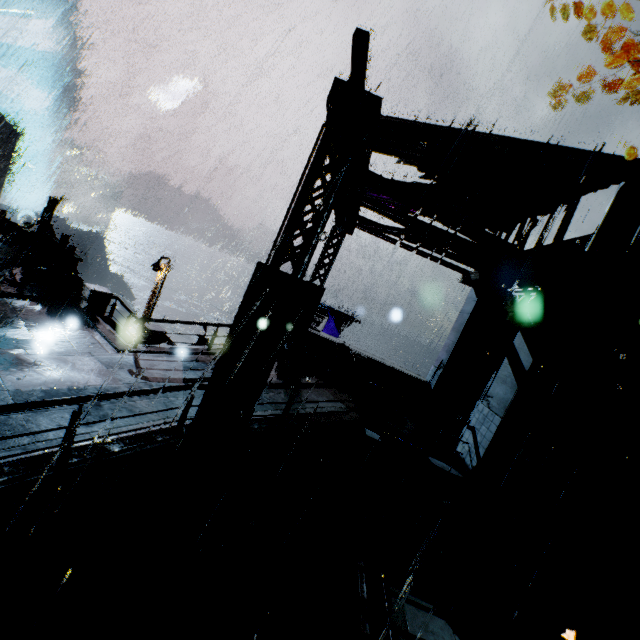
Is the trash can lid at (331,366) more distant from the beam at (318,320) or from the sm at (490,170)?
the sm at (490,170)

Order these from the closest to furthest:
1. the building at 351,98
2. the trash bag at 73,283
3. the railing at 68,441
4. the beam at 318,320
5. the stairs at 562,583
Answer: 1. the railing at 68,441
2. the building at 351,98
3. the stairs at 562,583
4. the trash bag at 73,283
5. the beam at 318,320

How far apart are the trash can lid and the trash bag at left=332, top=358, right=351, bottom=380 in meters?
0.0

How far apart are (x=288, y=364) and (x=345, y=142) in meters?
8.7 m

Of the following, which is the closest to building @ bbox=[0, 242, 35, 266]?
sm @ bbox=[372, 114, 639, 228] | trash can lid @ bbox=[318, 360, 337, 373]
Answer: sm @ bbox=[372, 114, 639, 228]

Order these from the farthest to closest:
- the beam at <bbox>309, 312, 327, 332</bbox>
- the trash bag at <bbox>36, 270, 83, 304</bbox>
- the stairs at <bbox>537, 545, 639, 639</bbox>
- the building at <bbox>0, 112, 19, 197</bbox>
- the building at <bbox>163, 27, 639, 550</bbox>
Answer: the building at <bbox>0, 112, 19, 197</bbox> → the beam at <bbox>309, 312, 327, 332</bbox> → the trash bag at <bbox>36, 270, 83, 304</bbox> → the stairs at <bbox>537, 545, 639, 639</bbox> → the building at <bbox>163, 27, 639, 550</bbox>

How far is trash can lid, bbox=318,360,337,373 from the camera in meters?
12.5

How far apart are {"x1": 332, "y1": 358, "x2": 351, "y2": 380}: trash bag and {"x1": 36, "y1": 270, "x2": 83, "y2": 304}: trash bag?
10.78m
